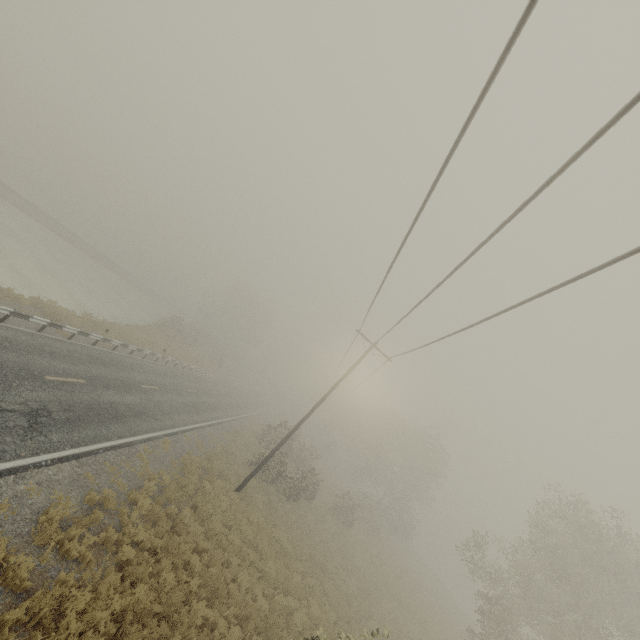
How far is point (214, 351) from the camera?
59.97m
